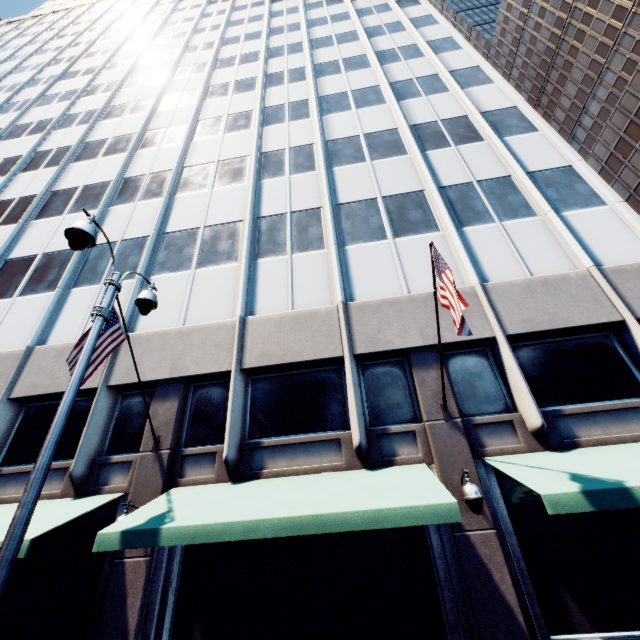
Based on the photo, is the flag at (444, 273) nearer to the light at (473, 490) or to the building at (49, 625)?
the building at (49, 625)

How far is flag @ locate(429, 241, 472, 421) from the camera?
6.24m

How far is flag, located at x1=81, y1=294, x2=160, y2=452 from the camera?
7.4m

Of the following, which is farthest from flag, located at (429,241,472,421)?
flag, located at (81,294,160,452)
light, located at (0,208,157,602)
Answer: flag, located at (81,294,160,452)

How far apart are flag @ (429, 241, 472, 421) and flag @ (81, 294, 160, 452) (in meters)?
7.78

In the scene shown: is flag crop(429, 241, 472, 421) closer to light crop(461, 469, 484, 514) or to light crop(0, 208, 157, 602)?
light crop(461, 469, 484, 514)

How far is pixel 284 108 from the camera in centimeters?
2003cm

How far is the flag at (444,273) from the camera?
6.2m
